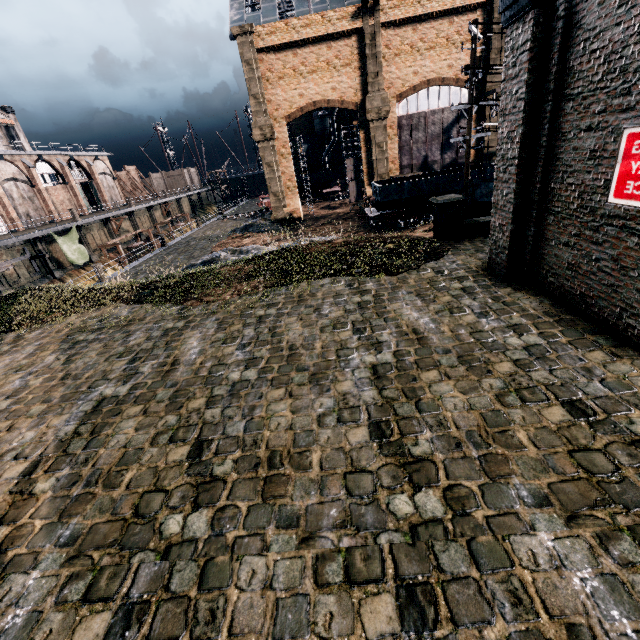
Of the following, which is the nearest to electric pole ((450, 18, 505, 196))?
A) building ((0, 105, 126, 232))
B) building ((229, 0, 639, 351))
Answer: building ((229, 0, 639, 351))

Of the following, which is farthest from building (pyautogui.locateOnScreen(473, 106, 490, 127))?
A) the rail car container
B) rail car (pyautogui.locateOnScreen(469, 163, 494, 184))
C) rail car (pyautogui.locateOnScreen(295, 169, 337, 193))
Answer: rail car (pyautogui.locateOnScreen(469, 163, 494, 184))

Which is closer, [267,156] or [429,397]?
[429,397]

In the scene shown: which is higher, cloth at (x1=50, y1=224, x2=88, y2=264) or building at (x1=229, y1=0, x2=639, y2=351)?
building at (x1=229, y1=0, x2=639, y2=351)

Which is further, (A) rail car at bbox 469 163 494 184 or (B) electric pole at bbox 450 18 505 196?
(A) rail car at bbox 469 163 494 184

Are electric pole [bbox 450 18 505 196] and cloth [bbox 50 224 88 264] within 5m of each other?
no

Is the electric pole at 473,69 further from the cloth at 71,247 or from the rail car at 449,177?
the cloth at 71,247

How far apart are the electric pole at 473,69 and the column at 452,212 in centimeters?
106cm
